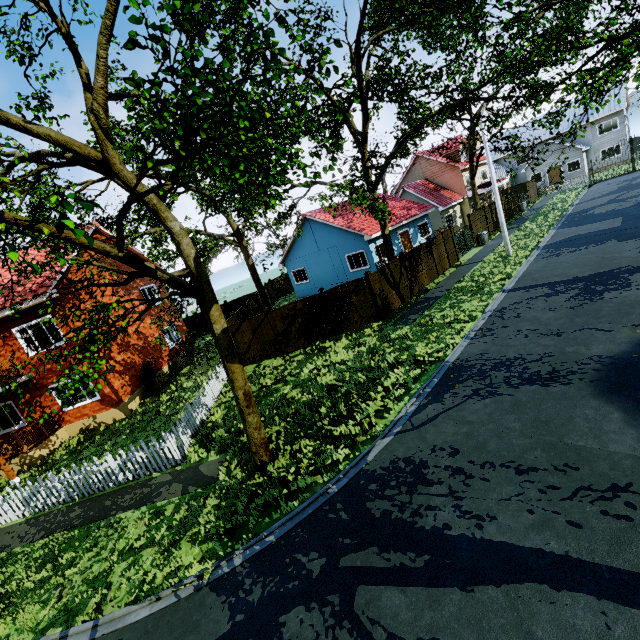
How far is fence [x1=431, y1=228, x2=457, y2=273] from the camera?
20.5m

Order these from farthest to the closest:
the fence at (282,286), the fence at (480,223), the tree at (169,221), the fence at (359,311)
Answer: the fence at (282,286), the fence at (480,223), the fence at (359,311), the tree at (169,221)

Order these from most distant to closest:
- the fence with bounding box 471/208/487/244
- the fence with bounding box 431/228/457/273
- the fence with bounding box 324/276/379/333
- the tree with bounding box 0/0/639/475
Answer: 1. the fence with bounding box 471/208/487/244
2. the fence with bounding box 431/228/457/273
3. the fence with bounding box 324/276/379/333
4. the tree with bounding box 0/0/639/475

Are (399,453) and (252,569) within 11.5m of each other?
yes

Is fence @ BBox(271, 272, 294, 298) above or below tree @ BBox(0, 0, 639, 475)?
below

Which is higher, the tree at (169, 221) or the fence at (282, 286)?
the tree at (169, 221)

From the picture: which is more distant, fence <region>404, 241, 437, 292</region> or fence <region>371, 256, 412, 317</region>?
fence <region>404, 241, 437, 292</region>
